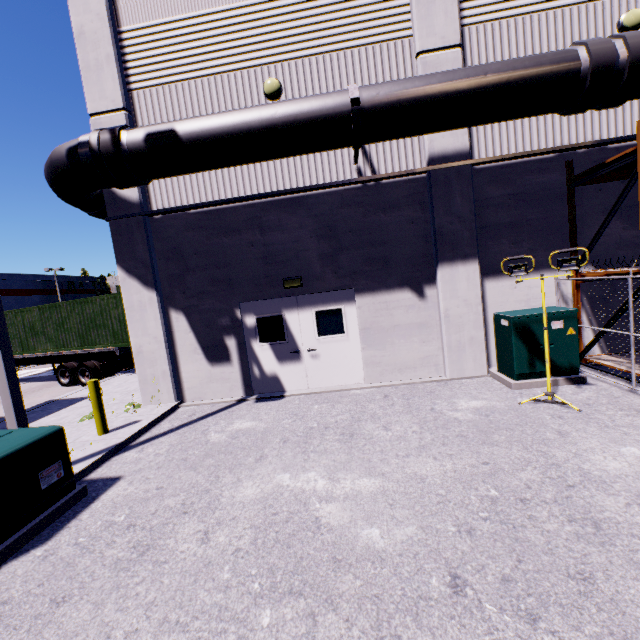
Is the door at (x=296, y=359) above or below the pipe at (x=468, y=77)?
below

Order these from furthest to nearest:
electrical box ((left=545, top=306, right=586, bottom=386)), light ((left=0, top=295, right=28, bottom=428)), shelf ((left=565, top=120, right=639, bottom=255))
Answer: electrical box ((left=545, top=306, right=586, bottom=386)) < shelf ((left=565, top=120, right=639, bottom=255)) < light ((left=0, top=295, right=28, bottom=428))

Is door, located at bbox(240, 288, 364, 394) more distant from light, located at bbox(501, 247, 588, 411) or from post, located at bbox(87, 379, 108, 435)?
light, located at bbox(501, 247, 588, 411)

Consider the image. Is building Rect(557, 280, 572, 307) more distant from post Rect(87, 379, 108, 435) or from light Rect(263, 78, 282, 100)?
post Rect(87, 379, 108, 435)

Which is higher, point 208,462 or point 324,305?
point 324,305

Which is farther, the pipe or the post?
the post

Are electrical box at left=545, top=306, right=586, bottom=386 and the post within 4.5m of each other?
no

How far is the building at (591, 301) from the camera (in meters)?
7.58
